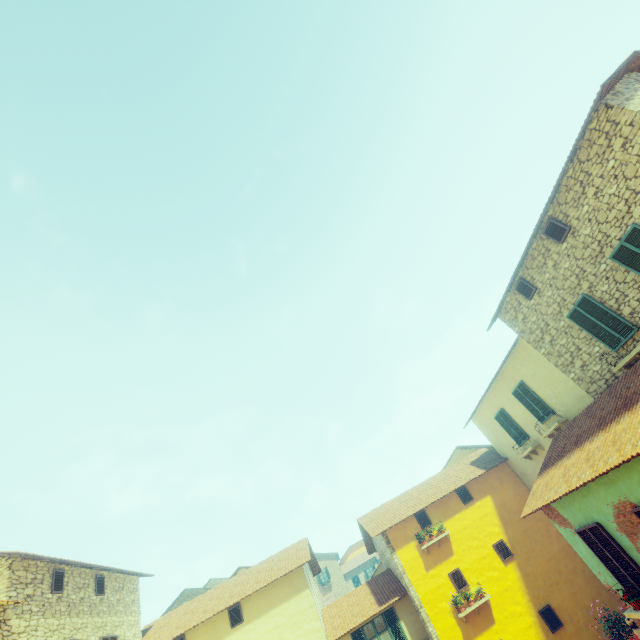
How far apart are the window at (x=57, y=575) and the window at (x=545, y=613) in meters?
18.3 m

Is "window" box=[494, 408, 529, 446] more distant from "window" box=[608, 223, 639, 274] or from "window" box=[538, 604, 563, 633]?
"window" box=[608, 223, 639, 274]

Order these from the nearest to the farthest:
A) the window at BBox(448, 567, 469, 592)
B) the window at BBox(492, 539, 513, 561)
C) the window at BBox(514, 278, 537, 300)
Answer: the window at BBox(514, 278, 537, 300) → the window at BBox(448, 567, 469, 592) → the window at BBox(492, 539, 513, 561)

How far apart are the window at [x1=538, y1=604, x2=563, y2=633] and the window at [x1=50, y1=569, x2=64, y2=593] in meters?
18.3 m

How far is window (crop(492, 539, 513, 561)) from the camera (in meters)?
14.42

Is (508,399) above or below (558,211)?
below

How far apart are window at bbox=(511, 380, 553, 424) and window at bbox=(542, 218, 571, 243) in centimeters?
632cm

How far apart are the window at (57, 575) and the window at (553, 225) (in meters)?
20.40
